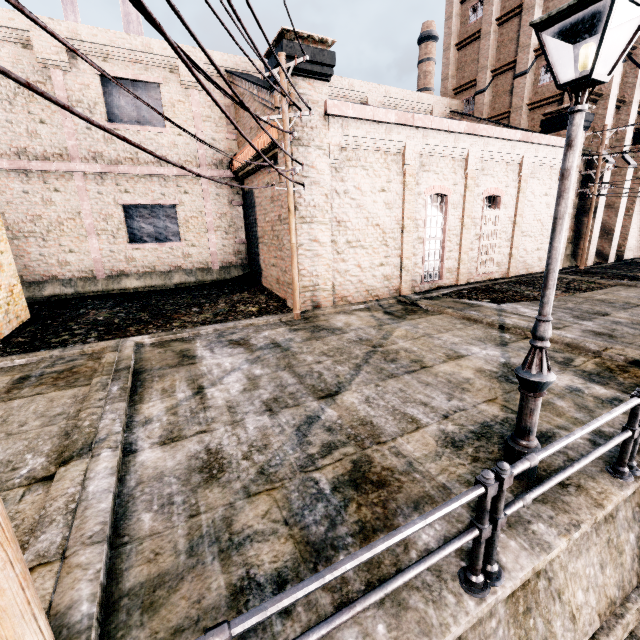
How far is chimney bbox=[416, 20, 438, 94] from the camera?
42.81m

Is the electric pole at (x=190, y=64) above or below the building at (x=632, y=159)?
below

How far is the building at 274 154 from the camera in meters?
14.0

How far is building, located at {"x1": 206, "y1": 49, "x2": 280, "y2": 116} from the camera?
14.52m

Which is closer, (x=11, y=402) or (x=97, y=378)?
(x=11, y=402)

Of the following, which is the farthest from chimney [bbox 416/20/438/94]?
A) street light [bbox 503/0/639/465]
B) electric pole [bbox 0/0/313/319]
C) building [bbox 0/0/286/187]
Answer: street light [bbox 503/0/639/465]

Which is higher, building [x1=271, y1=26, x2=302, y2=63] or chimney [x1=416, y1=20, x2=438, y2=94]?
chimney [x1=416, y1=20, x2=438, y2=94]

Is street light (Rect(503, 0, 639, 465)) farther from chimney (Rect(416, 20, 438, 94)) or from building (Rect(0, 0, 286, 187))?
chimney (Rect(416, 20, 438, 94))
